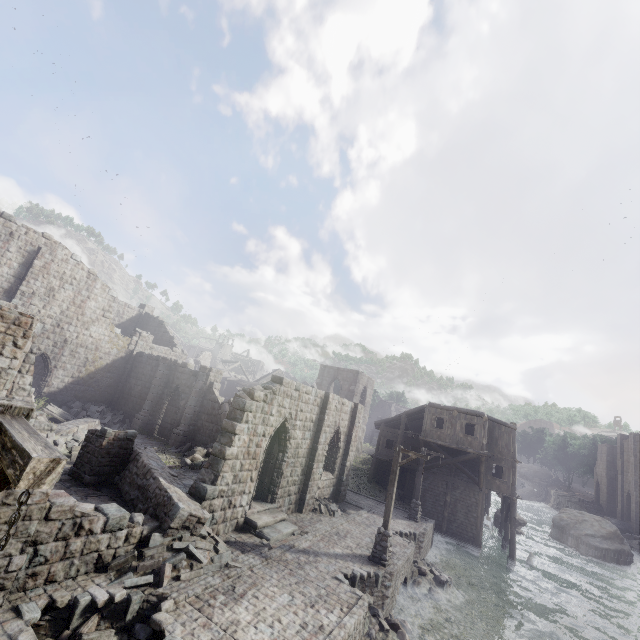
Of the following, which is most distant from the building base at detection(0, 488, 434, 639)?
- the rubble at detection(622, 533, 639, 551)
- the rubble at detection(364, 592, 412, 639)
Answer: the rubble at detection(622, 533, 639, 551)

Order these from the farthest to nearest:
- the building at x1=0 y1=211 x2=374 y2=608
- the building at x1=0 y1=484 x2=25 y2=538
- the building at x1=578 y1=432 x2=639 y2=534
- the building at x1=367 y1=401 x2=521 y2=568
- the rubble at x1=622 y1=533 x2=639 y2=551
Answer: the building at x1=578 y1=432 x2=639 y2=534 < the rubble at x1=622 y1=533 x2=639 y2=551 < the building at x1=367 y1=401 x2=521 y2=568 < the building at x1=0 y1=211 x2=374 y2=608 < the building at x1=0 y1=484 x2=25 y2=538

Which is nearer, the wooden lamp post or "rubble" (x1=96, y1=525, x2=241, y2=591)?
the wooden lamp post

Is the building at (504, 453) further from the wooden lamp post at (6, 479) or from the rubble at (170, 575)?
the wooden lamp post at (6, 479)

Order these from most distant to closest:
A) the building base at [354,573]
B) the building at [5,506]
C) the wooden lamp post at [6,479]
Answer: the building base at [354,573] < the building at [5,506] < the wooden lamp post at [6,479]

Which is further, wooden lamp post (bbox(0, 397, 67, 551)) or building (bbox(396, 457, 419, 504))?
building (bbox(396, 457, 419, 504))

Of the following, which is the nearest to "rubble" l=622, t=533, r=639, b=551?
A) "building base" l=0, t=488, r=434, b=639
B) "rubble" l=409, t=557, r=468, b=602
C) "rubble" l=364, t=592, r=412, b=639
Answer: "building base" l=0, t=488, r=434, b=639

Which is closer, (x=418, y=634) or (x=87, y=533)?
(x=87, y=533)
